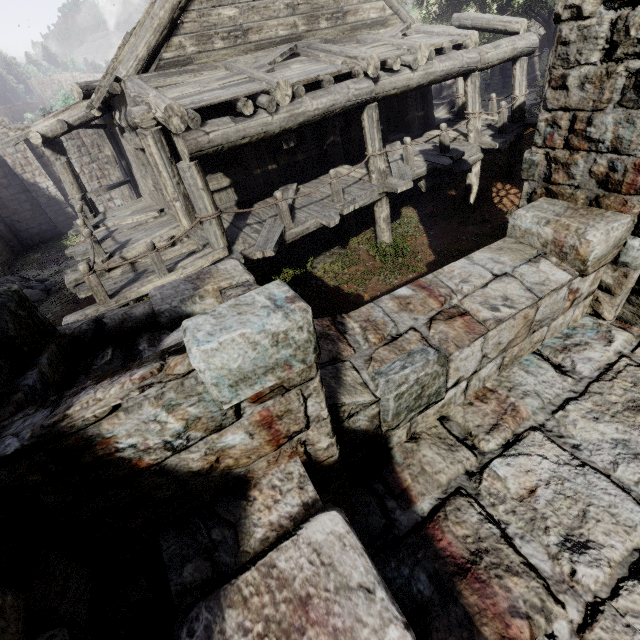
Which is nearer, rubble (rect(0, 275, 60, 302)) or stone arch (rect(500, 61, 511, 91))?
rubble (rect(0, 275, 60, 302))

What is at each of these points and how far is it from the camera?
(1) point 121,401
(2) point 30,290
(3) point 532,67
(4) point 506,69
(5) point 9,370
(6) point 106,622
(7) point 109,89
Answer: (1) building, 1.0 meters
(2) rubble, 12.8 meters
(3) stone arch, 25.1 meters
(4) stone arch, 25.7 meters
(5) stone arch, 1.4 meters
(6) stone arch, 1.2 meters
(7) wooden plank rubble, 6.8 meters

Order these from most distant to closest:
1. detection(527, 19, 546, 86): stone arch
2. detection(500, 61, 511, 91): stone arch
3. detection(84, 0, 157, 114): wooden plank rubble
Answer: detection(500, 61, 511, 91): stone arch < detection(527, 19, 546, 86): stone arch < detection(84, 0, 157, 114): wooden plank rubble

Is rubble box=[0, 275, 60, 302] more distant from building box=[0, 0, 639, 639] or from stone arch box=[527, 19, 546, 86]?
stone arch box=[527, 19, 546, 86]

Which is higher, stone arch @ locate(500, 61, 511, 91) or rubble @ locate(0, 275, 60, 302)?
stone arch @ locate(500, 61, 511, 91)

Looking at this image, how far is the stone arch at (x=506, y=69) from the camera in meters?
25.4

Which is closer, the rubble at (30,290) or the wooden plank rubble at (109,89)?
the wooden plank rubble at (109,89)
